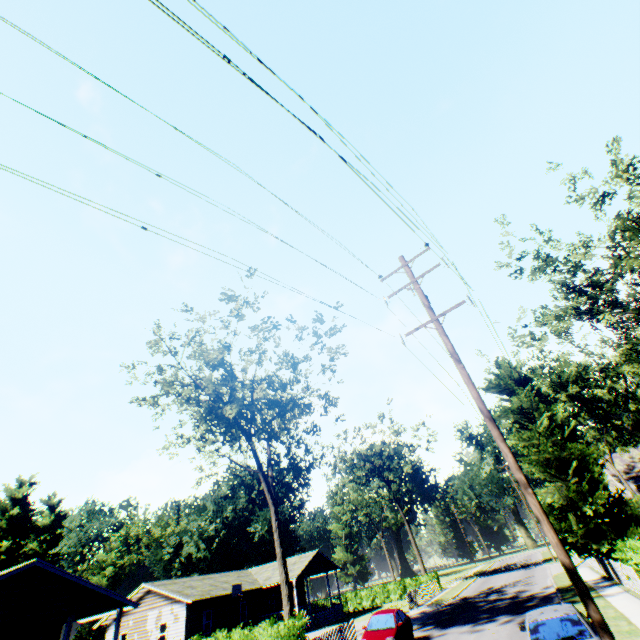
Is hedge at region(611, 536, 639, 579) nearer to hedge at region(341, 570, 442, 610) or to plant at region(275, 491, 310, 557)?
plant at region(275, 491, 310, 557)

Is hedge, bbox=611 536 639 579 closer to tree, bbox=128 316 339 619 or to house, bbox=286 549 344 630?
tree, bbox=128 316 339 619

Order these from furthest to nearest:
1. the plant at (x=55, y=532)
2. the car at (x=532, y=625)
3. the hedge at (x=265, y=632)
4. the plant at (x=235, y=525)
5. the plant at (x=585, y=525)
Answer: the plant at (x=235, y=525) < the plant at (x=55, y=532) < the plant at (x=585, y=525) < the hedge at (x=265, y=632) < the car at (x=532, y=625)

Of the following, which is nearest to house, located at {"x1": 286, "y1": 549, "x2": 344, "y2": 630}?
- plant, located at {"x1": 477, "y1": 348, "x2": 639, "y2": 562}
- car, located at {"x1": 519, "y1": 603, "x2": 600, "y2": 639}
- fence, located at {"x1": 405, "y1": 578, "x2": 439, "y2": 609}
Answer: fence, located at {"x1": 405, "y1": 578, "x2": 439, "y2": 609}

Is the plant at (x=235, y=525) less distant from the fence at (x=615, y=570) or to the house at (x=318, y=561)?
the fence at (x=615, y=570)

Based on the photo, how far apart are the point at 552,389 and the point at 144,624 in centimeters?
5811cm

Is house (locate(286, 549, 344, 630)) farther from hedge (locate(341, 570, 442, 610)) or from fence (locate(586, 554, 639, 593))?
fence (locate(586, 554, 639, 593))

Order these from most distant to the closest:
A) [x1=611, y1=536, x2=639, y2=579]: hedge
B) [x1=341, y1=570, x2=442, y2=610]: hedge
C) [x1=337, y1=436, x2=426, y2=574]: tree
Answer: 1. [x1=337, y1=436, x2=426, y2=574]: tree
2. [x1=341, y1=570, x2=442, y2=610]: hedge
3. [x1=611, y1=536, x2=639, y2=579]: hedge
